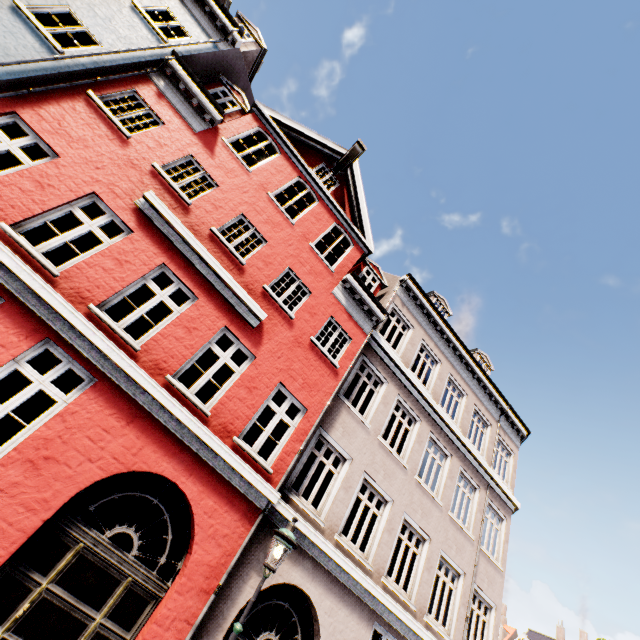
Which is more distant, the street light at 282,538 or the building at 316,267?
the building at 316,267

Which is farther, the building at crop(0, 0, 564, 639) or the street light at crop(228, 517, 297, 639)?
the building at crop(0, 0, 564, 639)

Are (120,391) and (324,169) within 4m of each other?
no
